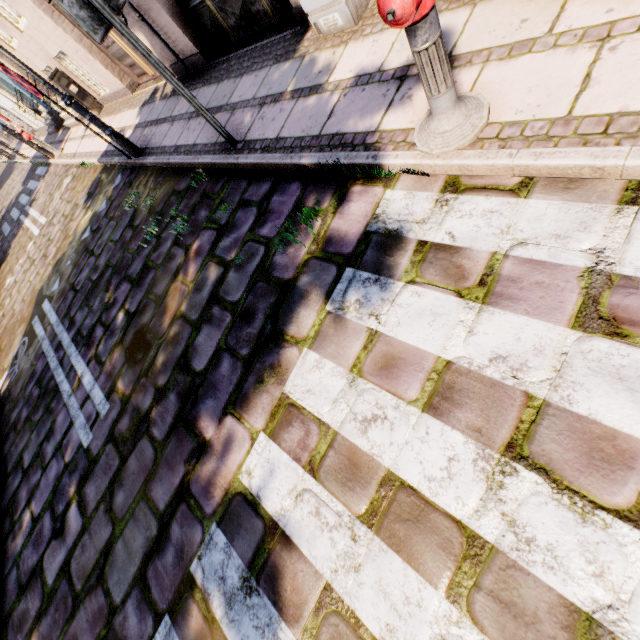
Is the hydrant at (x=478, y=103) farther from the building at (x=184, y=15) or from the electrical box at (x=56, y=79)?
the electrical box at (x=56, y=79)

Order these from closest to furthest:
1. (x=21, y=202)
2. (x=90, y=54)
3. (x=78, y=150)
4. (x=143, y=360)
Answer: (x=143, y=360) → (x=90, y=54) → (x=78, y=150) → (x=21, y=202)

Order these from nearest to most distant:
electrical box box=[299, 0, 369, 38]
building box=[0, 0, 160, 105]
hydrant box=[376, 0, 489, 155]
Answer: hydrant box=[376, 0, 489, 155], electrical box box=[299, 0, 369, 38], building box=[0, 0, 160, 105]

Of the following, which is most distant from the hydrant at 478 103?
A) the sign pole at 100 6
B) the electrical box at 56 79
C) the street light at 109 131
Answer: the electrical box at 56 79

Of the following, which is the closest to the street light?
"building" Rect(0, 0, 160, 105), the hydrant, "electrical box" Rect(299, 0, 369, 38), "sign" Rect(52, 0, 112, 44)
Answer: "building" Rect(0, 0, 160, 105)

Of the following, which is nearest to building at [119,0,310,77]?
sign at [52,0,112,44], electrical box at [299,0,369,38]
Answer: electrical box at [299,0,369,38]

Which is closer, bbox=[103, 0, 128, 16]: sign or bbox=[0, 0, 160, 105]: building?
bbox=[103, 0, 128, 16]: sign

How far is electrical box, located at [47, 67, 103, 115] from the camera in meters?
9.0 m
